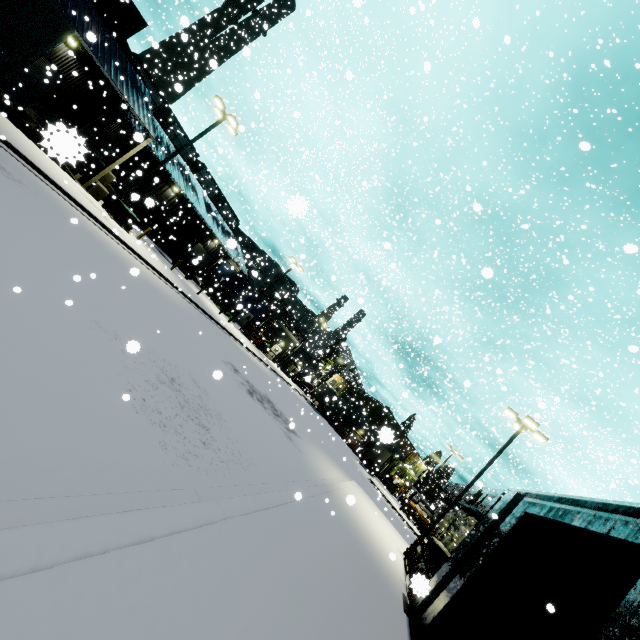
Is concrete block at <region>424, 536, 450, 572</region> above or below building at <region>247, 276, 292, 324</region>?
below

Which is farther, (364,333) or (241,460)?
(364,333)

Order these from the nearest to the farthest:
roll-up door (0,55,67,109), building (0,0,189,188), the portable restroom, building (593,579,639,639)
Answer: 1. building (593,579,639,639)
2. building (0,0,189,188)
3. roll-up door (0,55,67,109)
4. the portable restroom

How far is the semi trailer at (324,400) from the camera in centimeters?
4978cm

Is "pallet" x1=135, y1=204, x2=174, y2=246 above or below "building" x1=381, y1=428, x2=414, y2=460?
below

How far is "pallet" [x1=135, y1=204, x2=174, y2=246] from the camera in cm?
3133

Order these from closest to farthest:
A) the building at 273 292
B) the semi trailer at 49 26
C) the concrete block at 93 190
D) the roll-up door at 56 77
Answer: the semi trailer at 49 26 < the roll-up door at 56 77 < the concrete block at 93 190 < the building at 273 292

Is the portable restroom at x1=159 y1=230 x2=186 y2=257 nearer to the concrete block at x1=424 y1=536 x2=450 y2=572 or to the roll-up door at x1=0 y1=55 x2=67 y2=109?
the roll-up door at x1=0 y1=55 x2=67 y2=109
